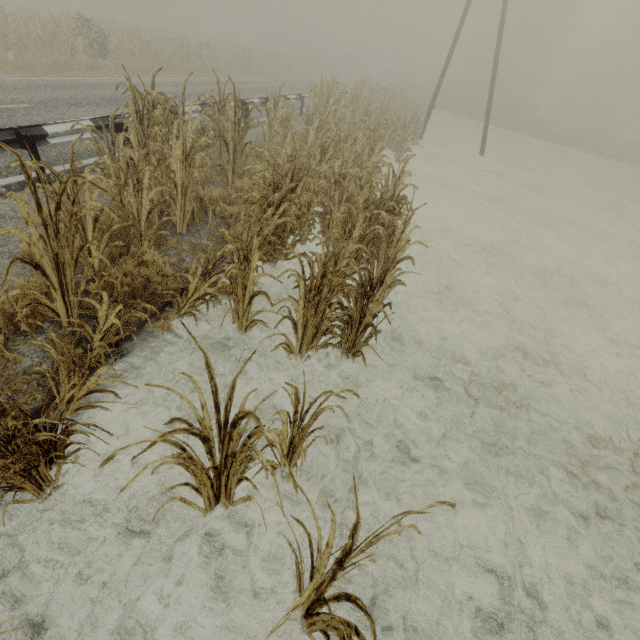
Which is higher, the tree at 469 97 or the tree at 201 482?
the tree at 469 97

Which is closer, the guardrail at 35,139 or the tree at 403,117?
the tree at 403,117

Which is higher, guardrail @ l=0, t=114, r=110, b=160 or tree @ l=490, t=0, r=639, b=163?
tree @ l=490, t=0, r=639, b=163

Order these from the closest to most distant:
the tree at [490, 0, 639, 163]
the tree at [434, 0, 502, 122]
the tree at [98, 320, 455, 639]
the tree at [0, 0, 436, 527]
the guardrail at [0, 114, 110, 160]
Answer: the tree at [98, 320, 455, 639] < the tree at [0, 0, 436, 527] < the guardrail at [0, 114, 110, 160] < the tree at [490, 0, 639, 163] < the tree at [434, 0, 502, 122]

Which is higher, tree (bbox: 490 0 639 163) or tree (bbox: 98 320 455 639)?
tree (bbox: 490 0 639 163)

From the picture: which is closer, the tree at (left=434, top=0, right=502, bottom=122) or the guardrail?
the guardrail

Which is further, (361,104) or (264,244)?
(361,104)
